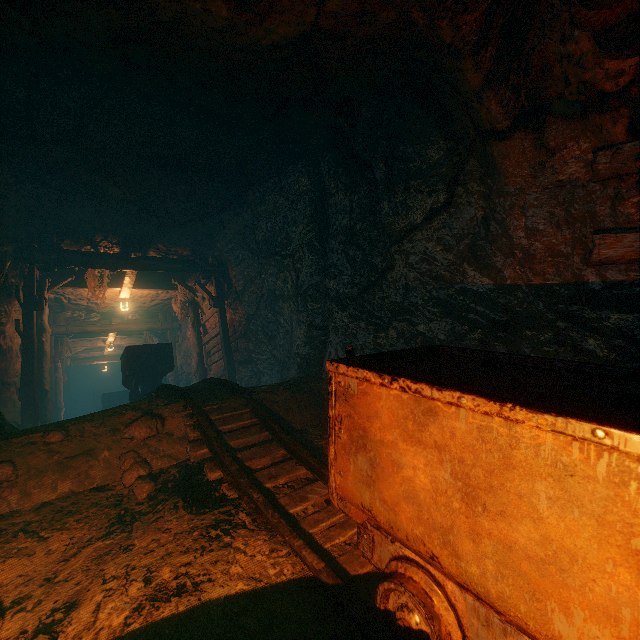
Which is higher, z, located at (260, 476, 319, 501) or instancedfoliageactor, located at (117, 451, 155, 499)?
instancedfoliageactor, located at (117, 451, 155, 499)

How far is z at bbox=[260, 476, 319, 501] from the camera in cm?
286

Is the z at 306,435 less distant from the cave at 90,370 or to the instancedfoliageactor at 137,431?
the instancedfoliageactor at 137,431

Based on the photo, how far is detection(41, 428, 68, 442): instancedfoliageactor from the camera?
3.1 meters

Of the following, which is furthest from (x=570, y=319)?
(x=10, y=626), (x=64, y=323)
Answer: (x=64, y=323)

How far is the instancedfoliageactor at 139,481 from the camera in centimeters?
290cm

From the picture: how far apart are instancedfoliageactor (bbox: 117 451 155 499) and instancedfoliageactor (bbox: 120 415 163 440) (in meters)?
0.13
